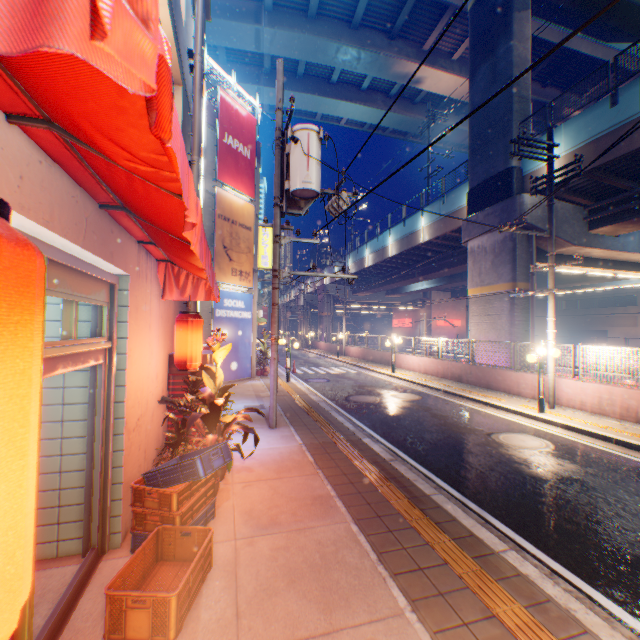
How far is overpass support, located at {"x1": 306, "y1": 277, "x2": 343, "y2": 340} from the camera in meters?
45.9

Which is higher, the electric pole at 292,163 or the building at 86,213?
the electric pole at 292,163

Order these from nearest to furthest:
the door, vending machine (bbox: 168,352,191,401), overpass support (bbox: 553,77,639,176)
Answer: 1. the door
2. vending machine (bbox: 168,352,191,401)
3. overpass support (bbox: 553,77,639,176)

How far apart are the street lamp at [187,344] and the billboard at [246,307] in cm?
908

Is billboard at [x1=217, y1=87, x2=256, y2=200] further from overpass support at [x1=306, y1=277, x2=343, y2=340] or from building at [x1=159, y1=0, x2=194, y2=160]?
overpass support at [x1=306, y1=277, x2=343, y2=340]

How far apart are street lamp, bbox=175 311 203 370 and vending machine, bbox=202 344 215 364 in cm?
122

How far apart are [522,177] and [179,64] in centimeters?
1598cm

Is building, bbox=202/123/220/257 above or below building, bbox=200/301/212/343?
above
